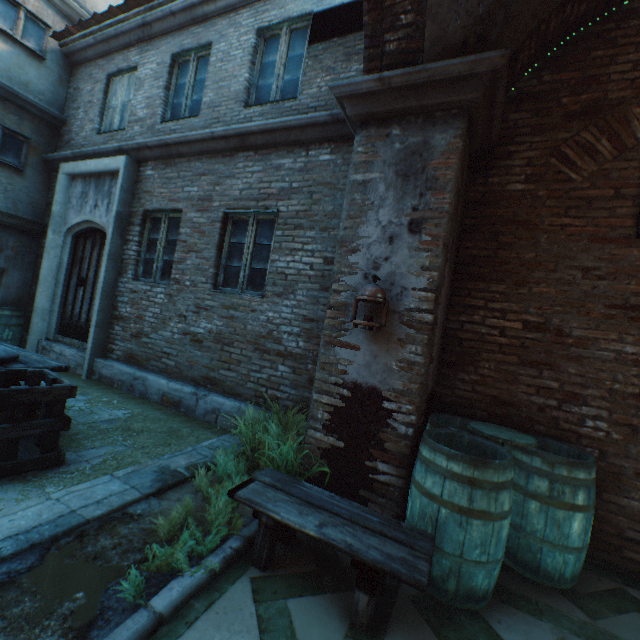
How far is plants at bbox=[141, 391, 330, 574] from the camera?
2.06m

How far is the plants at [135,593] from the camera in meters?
1.7 m

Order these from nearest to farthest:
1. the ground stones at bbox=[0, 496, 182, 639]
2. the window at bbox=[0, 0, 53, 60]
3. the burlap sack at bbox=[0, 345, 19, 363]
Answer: the ground stones at bbox=[0, 496, 182, 639], the burlap sack at bbox=[0, 345, 19, 363], the window at bbox=[0, 0, 53, 60]

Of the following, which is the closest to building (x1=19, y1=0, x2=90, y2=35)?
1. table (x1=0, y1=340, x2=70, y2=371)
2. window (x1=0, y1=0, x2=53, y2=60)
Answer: window (x1=0, y1=0, x2=53, y2=60)

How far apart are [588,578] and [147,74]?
9.65m

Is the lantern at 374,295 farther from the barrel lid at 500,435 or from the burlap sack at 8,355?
the burlap sack at 8,355

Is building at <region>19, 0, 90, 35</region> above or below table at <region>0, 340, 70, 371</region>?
above

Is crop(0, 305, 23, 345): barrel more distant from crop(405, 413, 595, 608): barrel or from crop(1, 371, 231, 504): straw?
crop(405, 413, 595, 608): barrel
